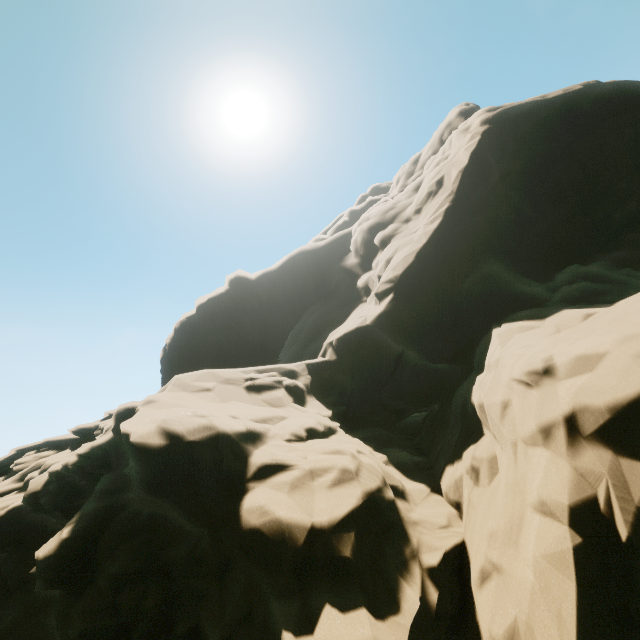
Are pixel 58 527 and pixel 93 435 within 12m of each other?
yes
